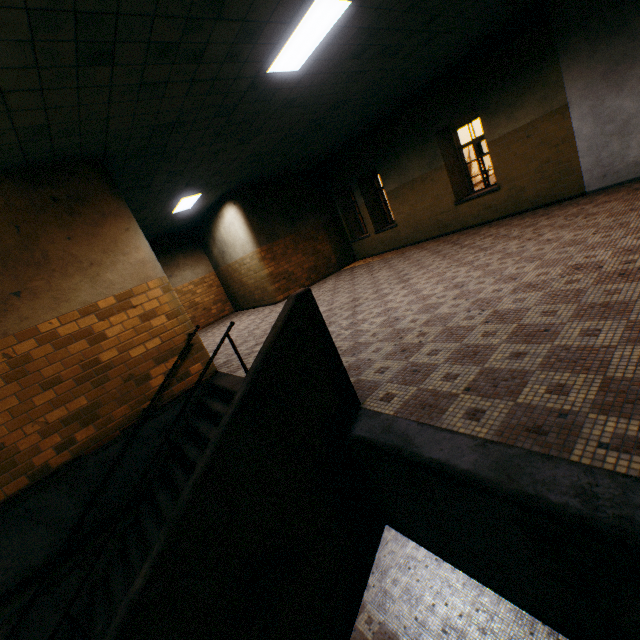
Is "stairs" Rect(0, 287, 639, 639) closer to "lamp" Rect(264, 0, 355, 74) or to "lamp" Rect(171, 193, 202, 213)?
"lamp" Rect(264, 0, 355, 74)

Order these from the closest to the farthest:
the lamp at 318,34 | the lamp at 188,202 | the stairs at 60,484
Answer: the stairs at 60,484 → the lamp at 318,34 → the lamp at 188,202

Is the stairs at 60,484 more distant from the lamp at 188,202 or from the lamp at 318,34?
the lamp at 188,202

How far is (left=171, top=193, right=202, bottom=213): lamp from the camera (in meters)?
9.17

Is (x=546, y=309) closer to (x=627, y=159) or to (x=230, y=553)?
(x=230, y=553)

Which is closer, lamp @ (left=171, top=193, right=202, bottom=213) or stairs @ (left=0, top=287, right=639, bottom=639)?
stairs @ (left=0, top=287, right=639, bottom=639)

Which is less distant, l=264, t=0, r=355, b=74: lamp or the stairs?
the stairs
